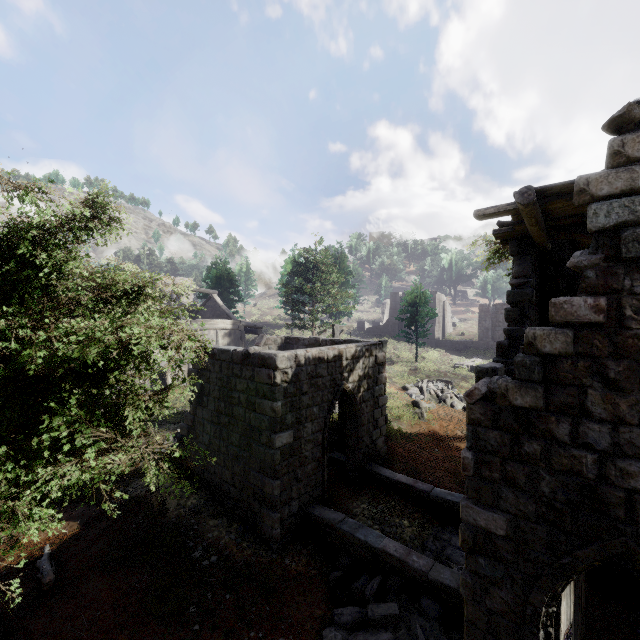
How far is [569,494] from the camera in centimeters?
446cm

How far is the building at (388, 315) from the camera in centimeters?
4200cm

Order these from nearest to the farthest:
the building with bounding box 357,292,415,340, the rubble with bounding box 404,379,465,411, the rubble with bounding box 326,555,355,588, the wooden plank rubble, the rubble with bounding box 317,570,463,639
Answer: the wooden plank rubble
the rubble with bounding box 317,570,463,639
the rubble with bounding box 326,555,355,588
the rubble with bounding box 404,379,465,411
the building with bounding box 357,292,415,340

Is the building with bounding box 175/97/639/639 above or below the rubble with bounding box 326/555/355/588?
above

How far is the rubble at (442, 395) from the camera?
19.7m

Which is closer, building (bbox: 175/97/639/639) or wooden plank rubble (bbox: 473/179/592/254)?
building (bbox: 175/97/639/639)

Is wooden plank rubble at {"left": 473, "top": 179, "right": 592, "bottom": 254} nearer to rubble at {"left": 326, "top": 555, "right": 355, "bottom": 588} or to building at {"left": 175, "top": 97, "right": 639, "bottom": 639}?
building at {"left": 175, "top": 97, "right": 639, "bottom": 639}

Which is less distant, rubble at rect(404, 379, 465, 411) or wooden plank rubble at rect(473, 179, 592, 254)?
wooden plank rubble at rect(473, 179, 592, 254)
